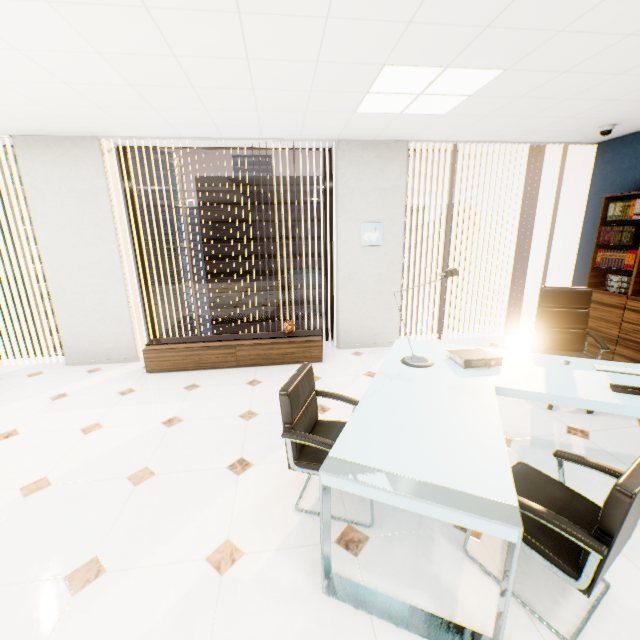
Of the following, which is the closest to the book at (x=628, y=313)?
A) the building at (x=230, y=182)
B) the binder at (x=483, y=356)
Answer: the binder at (x=483, y=356)

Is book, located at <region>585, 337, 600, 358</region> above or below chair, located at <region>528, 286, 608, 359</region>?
below

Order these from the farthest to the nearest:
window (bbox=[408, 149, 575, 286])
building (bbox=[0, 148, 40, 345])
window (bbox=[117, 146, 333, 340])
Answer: building (bbox=[0, 148, 40, 345])
window (bbox=[408, 149, 575, 286])
window (bbox=[117, 146, 333, 340])

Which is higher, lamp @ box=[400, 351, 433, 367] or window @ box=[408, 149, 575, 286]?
window @ box=[408, 149, 575, 286]

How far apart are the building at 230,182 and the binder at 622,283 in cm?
5769

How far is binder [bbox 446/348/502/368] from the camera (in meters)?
2.49

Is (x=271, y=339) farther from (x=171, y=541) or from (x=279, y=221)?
(x=279, y=221)

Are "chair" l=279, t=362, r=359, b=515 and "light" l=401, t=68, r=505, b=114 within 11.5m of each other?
yes
